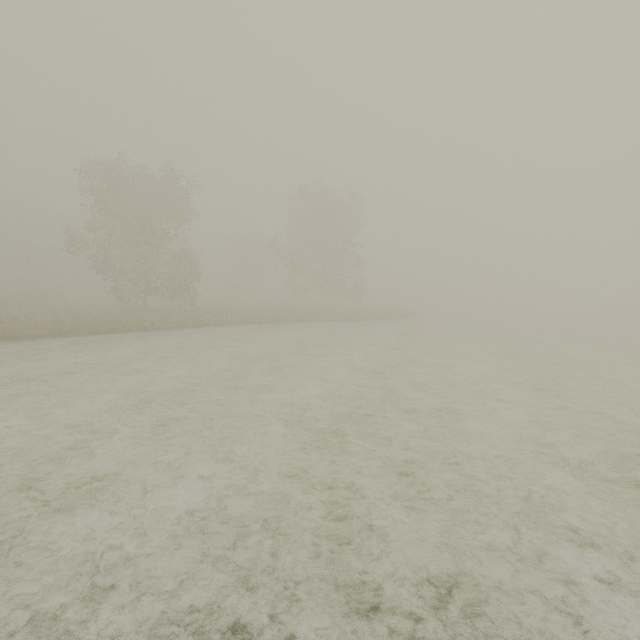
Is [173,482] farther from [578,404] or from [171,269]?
[171,269]
